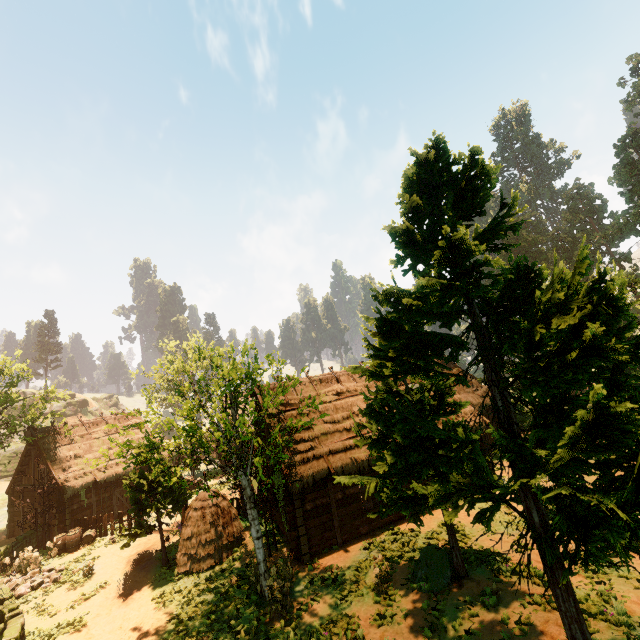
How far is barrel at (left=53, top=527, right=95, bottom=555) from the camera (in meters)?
19.83

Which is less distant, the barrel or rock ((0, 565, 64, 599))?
rock ((0, 565, 64, 599))

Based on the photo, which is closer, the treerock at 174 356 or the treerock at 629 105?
the treerock at 174 356

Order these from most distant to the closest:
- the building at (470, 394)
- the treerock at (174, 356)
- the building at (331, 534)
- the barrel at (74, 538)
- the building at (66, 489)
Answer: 1. the building at (66, 489)
2. the barrel at (74, 538)
3. the building at (470, 394)
4. the building at (331, 534)
5. the treerock at (174, 356)

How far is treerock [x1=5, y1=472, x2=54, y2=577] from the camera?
17.73m

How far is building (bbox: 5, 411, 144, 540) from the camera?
22.64m

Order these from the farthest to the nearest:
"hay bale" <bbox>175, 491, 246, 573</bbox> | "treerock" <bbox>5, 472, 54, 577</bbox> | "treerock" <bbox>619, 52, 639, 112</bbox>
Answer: "treerock" <bbox>619, 52, 639, 112</bbox> < "treerock" <bbox>5, 472, 54, 577</bbox> < "hay bale" <bbox>175, 491, 246, 573</bbox>

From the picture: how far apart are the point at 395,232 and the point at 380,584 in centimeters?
1201cm
